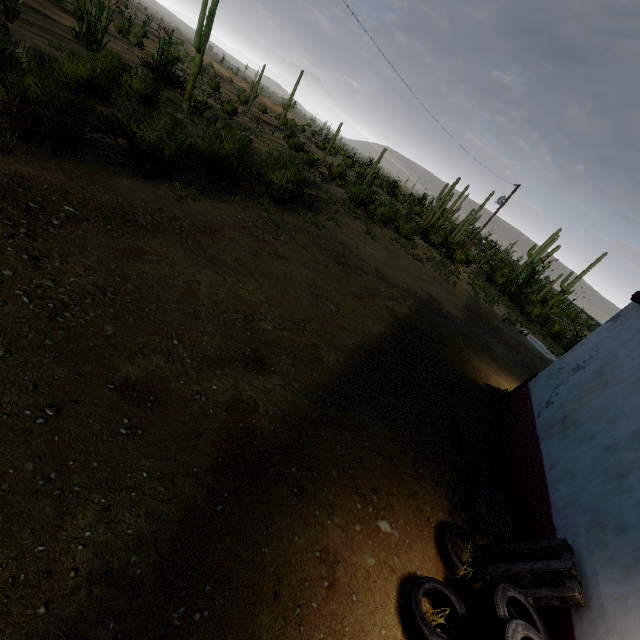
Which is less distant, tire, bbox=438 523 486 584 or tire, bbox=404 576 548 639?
tire, bbox=404 576 548 639

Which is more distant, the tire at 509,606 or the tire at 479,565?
the tire at 479,565

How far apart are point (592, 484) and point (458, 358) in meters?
5.9

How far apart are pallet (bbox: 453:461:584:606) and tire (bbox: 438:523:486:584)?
0.05m

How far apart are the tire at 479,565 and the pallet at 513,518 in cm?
5

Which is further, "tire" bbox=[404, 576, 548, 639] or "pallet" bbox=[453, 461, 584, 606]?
"pallet" bbox=[453, 461, 584, 606]

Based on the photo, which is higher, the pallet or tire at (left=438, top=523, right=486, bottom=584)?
the pallet

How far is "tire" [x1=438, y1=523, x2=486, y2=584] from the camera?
4.17m
